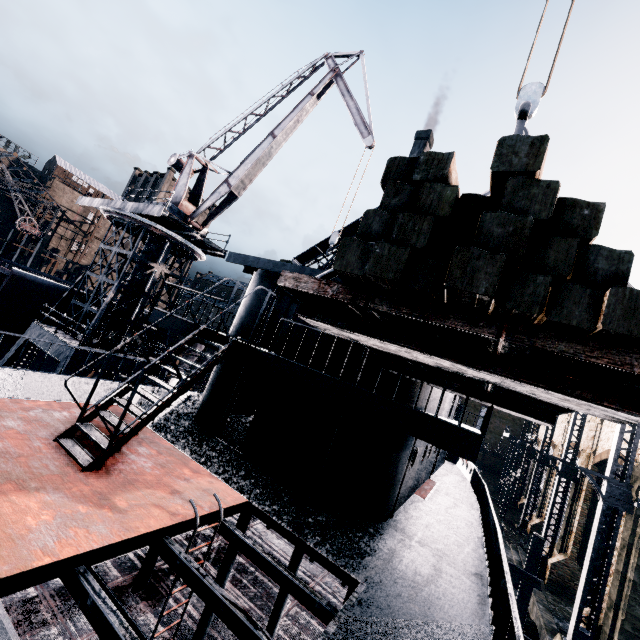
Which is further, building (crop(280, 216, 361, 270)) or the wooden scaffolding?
building (crop(280, 216, 361, 270))

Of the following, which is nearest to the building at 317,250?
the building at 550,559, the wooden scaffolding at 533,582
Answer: the building at 550,559

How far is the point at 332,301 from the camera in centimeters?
332cm

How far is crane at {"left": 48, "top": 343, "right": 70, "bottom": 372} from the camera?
17.1m

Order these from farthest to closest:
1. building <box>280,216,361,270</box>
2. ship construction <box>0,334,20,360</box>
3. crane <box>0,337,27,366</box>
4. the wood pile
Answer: building <box>280,216,361,270</box> → ship construction <box>0,334,20,360</box> → crane <box>0,337,27,366</box> → the wood pile

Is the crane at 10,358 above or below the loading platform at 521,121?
below

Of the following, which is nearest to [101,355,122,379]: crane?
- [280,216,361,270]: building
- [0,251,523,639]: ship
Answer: [0,251,523,639]: ship

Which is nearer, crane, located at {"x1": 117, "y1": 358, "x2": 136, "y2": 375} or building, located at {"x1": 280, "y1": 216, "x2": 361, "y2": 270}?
crane, located at {"x1": 117, "y1": 358, "x2": 136, "y2": 375}
